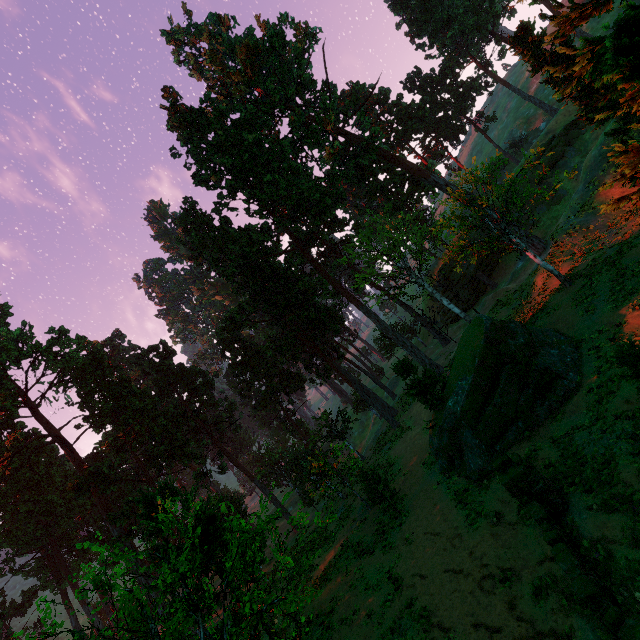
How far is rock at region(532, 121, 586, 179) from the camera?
37.1m

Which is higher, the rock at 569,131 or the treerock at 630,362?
the rock at 569,131

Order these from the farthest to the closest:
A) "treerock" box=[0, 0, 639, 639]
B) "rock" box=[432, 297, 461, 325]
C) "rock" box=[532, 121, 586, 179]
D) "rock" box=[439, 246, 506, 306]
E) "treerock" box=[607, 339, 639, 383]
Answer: "rock" box=[432, 297, 461, 325] < "rock" box=[439, 246, 506, 306] < "rock" box=[532, 121, 586, 179] < "treerock" box=[0, 0, 639, 639] < "treerock" box=[607, 339, 639, 383]

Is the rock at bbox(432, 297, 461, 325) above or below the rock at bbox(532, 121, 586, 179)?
below

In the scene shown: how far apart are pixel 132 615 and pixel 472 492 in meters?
14.8 m

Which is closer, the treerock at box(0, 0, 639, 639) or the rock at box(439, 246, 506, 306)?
the treerock at box(0, 0, 639, 639)

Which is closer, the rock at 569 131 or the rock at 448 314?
the rock at 569 131
